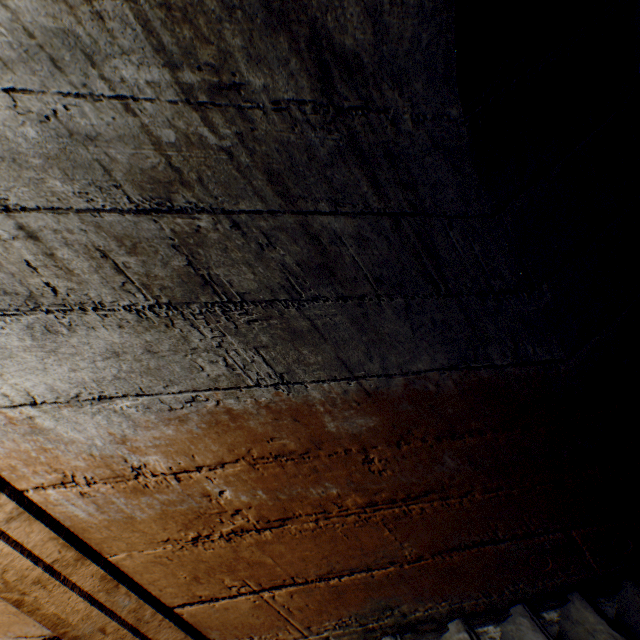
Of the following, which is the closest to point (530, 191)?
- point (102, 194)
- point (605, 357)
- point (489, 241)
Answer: point (489, 241)
